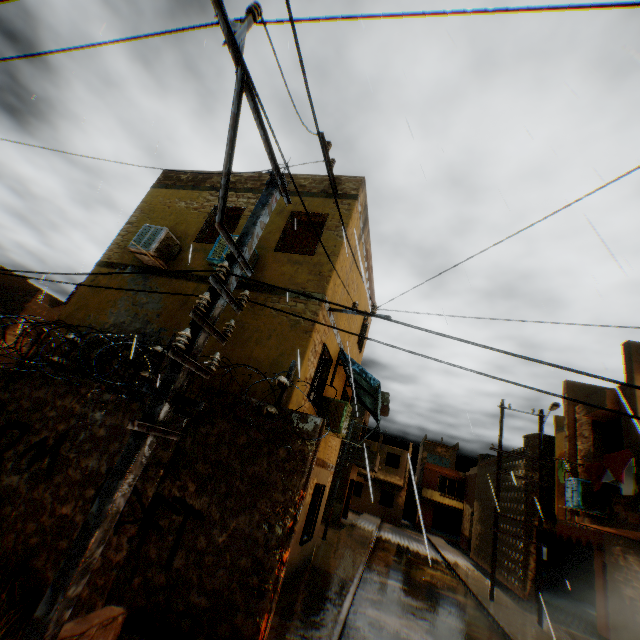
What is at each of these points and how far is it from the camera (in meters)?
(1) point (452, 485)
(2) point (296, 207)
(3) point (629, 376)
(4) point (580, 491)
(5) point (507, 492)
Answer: (1) window, 38.94
(2) building, 8.77
(3) building, 8.91
(4) air conditioner, 9.55
(5) building, 21.61

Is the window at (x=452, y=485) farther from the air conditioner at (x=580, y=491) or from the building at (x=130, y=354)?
the air conditioner at (x=580, y=491)

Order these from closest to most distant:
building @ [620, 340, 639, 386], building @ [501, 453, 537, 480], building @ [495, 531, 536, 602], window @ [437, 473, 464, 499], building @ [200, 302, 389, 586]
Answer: building @ [200, 302, 389, 586], building @ [620, 340, 639, 386], building @ [495, 531, 536, 602], building @ [501, 453, 537, 480], window @ [437, 473, 464, 499]

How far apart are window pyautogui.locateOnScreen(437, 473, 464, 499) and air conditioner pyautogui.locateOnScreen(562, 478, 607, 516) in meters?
33.1 m

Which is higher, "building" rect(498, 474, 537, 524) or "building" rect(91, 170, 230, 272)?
"building" rect(91, 170, 230, 272)

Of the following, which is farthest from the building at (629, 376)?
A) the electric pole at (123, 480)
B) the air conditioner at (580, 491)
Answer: the electric pole at (123, 480)

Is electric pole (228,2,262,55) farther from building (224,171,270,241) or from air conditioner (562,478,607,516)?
air conditioner (562,478,607,516)

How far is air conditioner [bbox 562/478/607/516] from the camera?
9.30m
